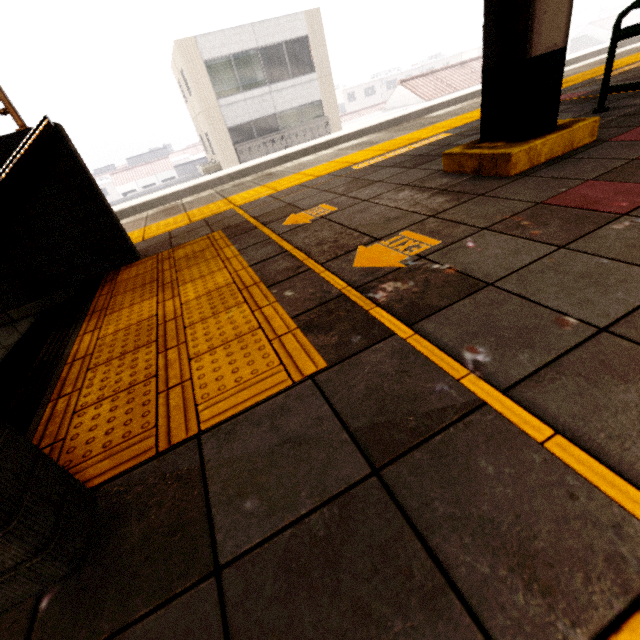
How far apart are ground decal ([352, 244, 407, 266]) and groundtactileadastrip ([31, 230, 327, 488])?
0.49m

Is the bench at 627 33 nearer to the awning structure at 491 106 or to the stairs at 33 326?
the awning structure at 491 106

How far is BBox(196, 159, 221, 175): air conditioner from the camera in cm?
1878

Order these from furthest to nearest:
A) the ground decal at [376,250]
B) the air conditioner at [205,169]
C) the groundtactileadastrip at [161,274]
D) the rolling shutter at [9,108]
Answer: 1. the air conditioner at [205,169]
2. the rolling shutter at [9,108]
3. the ground decal at [376,250]
4. the groundtactileadastrip at [161,274]

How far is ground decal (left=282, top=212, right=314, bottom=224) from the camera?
2.37m

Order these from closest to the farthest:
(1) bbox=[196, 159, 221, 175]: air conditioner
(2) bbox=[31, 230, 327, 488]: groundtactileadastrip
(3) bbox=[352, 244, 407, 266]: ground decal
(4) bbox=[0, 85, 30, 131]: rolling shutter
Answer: (2) bbox=[31, 230, 327, 488]: groundtactileadastrip → (3) bbox=[352, 244, 407, 266]: ground decal → (4) bbox=[0, 85, 30, 131]: rolling shutter → (1) bbox=[196, 159, 221, 175]: air conditioner

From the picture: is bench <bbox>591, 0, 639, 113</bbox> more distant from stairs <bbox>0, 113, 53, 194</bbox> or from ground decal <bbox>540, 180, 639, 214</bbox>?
stairs <bbox>0, 113, 53, 194</bbox>

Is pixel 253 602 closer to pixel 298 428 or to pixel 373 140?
pixel 298 428
